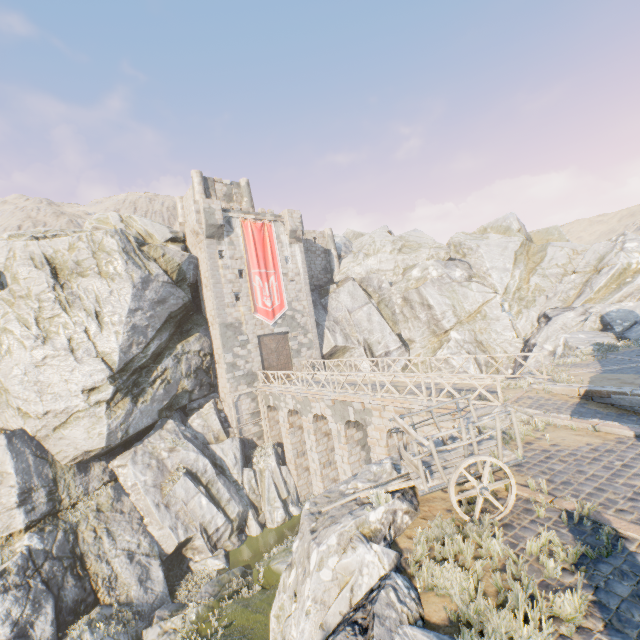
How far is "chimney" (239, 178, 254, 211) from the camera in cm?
3212

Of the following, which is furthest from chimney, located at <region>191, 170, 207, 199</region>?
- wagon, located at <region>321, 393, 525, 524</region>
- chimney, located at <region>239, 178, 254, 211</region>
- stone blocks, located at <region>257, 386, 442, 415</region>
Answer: wagon, located at <region>321, 393, 525, 524</region>

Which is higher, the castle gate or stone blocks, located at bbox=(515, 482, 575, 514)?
the castle gate

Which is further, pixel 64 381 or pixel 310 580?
pixel 64 381

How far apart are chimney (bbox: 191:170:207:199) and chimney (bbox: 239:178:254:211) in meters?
3.2

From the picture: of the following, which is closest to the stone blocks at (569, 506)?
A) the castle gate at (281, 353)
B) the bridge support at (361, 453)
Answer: the bridge support at (361, 453)

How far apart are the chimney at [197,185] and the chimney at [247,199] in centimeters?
319cm

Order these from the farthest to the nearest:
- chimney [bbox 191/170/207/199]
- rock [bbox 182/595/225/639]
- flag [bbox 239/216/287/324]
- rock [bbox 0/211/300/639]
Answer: chimney [bbox 191/170/207/199] < flag [bbox 239/216/287/324] < rock [bbox 0/211/300/639] < rock [bbox 182/595/225/639]
